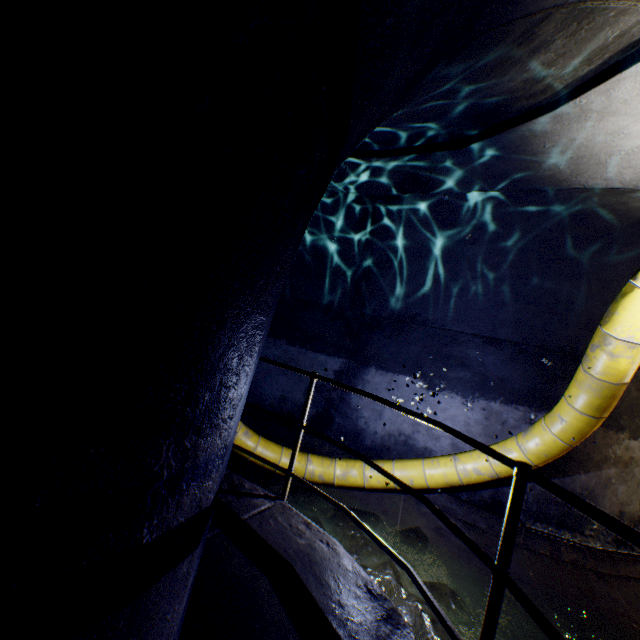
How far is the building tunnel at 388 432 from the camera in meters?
5.3

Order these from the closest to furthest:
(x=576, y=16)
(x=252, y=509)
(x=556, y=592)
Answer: (x=576, y=16) < (x=252, y=509) < (x=556, y=592)

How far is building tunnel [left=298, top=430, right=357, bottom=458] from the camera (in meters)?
5.90

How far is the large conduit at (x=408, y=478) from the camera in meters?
4.3

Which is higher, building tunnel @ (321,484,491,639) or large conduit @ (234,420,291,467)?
large conduit @ (234,420,291,467)

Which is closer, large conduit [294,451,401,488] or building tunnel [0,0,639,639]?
building tunnel [0,0,639,639]
